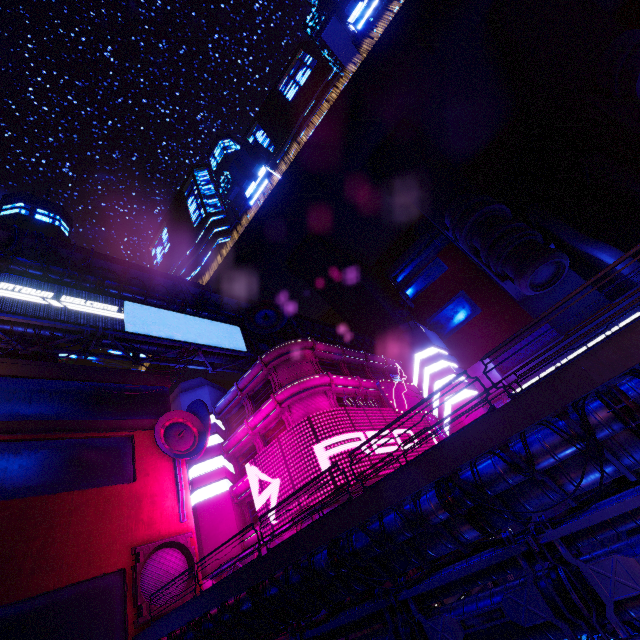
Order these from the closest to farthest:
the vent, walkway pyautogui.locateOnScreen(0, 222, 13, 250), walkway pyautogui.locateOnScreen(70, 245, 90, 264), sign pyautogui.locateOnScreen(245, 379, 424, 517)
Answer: the vent, walkway pyautogui.locateOnScreen(0, 222, 13, 250), sign pyautogui.locateOnScreen(245, 379, 424, 517), walkway pyautogui.locateOnScreen(70, 245, 90, 264)

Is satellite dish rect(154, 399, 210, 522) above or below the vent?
above

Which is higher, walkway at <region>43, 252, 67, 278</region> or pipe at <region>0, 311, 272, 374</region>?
walkway at <region>43, 252, 67, 278</region>

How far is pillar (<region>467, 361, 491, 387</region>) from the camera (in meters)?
→ 43.92

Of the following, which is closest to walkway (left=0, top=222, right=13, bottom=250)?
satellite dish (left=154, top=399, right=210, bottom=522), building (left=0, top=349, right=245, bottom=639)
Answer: building (left=0, top=349, right=245, bottom=639)

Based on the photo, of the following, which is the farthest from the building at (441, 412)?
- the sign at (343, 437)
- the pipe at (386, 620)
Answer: the sign at (343, 437)

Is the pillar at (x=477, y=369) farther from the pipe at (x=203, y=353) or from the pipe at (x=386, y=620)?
the pipe at (x=203, y=353)

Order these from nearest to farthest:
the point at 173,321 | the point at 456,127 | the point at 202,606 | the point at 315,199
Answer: the point at 202,606 → the point at 173,321 → the point at 456,127 → the point at 315,199
